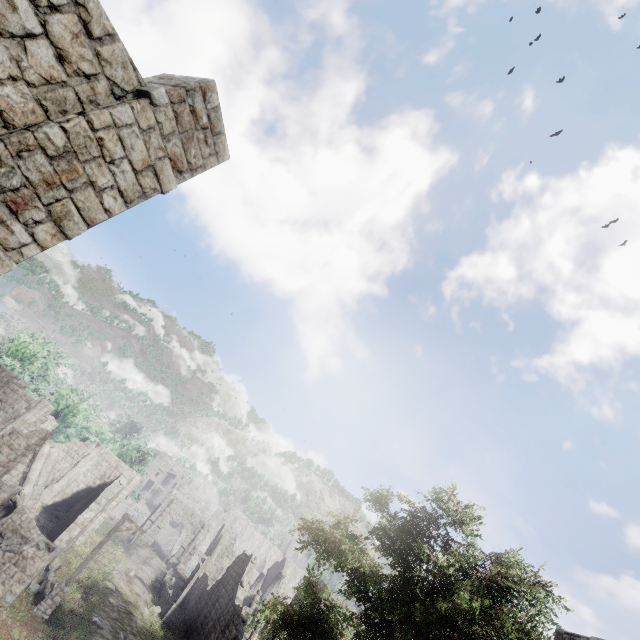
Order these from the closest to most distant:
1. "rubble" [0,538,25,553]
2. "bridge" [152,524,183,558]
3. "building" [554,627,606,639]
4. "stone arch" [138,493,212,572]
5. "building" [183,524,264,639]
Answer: "building" [554,627,606,639] < "rubble" [0,538,25,553] < "building" [183,524,264,639] < "stone arch" [138,493,212,572] < "bridge" [152,524,183,558]

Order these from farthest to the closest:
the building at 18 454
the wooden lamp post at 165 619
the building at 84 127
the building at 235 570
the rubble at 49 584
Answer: the wooden lamp post at 165 619 < the building at 235 570 < the rubble at 49 584 < the building at 18 454 < the building at 84 127

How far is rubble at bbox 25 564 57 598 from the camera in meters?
16.1

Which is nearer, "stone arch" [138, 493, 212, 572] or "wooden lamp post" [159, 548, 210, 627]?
"wooden lamp post" [159, 548, 210, 627]

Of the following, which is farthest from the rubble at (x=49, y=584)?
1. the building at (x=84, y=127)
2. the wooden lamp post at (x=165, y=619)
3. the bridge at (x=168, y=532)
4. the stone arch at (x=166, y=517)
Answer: the bridge at (x=168, y=532)

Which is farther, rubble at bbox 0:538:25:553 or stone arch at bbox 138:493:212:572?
stone arch at bbox 138:493:212:572

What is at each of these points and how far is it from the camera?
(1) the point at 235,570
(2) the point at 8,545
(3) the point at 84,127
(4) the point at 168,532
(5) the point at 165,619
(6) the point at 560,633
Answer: (1) building, 26.34m
(2) rubble, 17.36m
(3) building, 4.22m
(4) bridge, 54.06m
(5) wooden lamp post, 24.28m
(6) building, 7.30m

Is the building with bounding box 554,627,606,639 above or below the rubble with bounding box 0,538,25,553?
above
